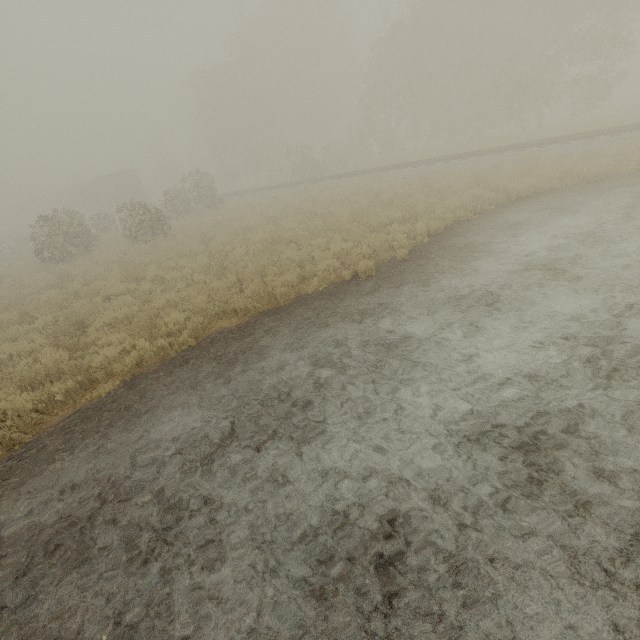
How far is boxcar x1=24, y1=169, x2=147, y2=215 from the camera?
40.94m

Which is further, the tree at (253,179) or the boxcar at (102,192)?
the boxcar at (102,192)

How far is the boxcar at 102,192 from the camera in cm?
4094

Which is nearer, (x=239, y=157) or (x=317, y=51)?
(x=317, y=51)

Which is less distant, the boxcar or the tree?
the tree
